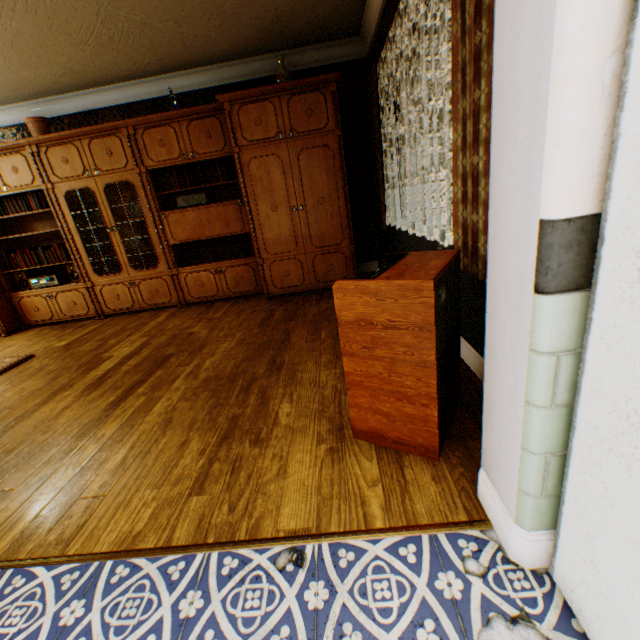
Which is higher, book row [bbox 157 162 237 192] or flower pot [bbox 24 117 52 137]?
flower pot [bbox 24 117 52 137]

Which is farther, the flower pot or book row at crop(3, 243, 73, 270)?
book row at crop(3, 243, 73, 270)

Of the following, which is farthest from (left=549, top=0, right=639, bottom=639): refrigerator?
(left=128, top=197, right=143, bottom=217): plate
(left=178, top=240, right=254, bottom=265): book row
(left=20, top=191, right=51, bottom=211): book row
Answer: (left=20, top=191, right=51, bottom=211): book row

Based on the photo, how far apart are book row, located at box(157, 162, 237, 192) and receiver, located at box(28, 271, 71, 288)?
2.15m

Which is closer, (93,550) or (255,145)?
(93,550)

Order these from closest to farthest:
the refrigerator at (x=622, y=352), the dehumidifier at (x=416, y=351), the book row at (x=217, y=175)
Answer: the refrigerator at (x=622, y=352), the dehumidifier at (x=416, y=351), the book row at (x=217, y=175)

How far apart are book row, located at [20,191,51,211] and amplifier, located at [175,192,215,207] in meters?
1.8 m

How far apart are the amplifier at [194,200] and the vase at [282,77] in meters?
1.6 m
